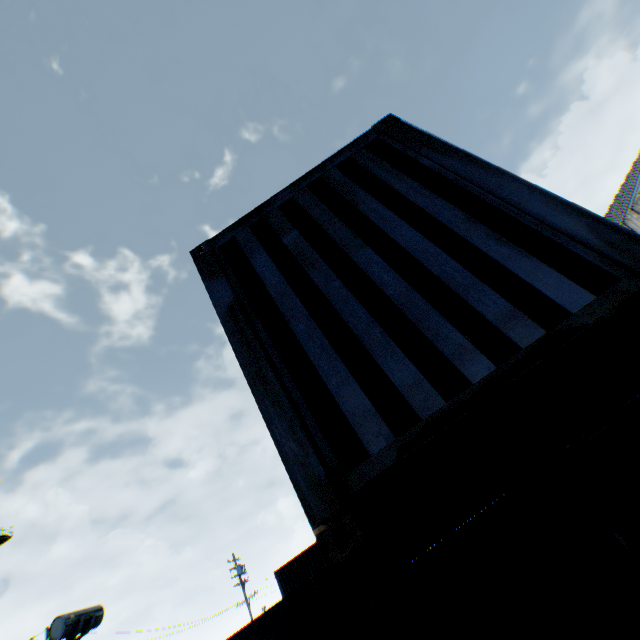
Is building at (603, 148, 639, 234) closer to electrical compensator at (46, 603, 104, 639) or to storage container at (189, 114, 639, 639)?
storage container at (189, 114, 639, 639)

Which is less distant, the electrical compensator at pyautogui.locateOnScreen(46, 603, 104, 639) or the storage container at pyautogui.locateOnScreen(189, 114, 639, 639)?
the storage container at pyautogui.locateOnScreen(189, 114, 639, 639)

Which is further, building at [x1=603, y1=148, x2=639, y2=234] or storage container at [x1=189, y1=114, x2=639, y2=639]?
building at [x1=603, y1=148, x2=639, y2=234]

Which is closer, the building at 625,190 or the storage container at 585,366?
the storage container at 585,366

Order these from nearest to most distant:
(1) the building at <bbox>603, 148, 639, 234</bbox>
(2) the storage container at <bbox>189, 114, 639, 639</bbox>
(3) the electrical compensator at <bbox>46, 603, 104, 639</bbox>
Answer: (2) the storage container at <bbox>189, 114, 639, 639</bbox>, (3) the electrical compensator at <bbox>46, 603, 104, 639</bbox>, (1) the building at <bbox>603, 148, 639, 234</bbox>

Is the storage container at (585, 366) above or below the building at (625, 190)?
below

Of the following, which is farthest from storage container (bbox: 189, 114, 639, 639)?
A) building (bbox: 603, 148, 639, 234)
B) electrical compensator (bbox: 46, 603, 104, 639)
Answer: building (bbox: 603, 148, 639, 234)

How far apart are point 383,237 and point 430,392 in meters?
1.3
